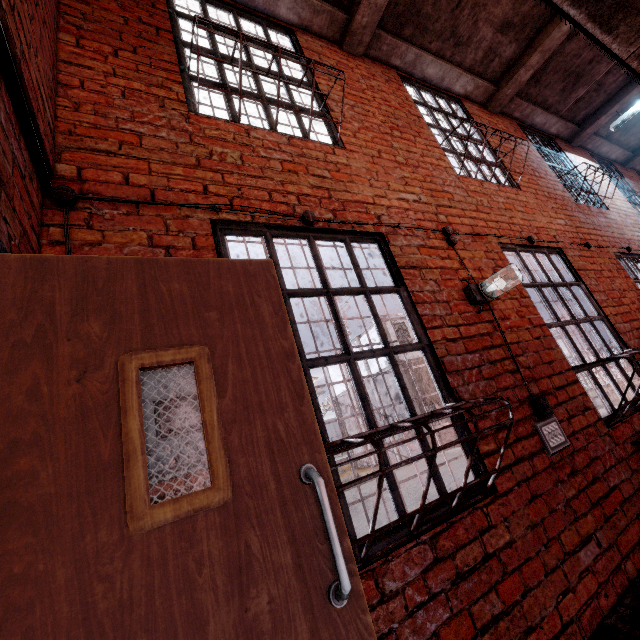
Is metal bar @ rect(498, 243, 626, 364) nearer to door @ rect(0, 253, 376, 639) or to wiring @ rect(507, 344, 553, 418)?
wiring @ rect(507, 344, 553, 418)

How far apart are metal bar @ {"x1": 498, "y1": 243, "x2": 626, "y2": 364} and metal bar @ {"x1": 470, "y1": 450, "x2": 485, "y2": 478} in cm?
92

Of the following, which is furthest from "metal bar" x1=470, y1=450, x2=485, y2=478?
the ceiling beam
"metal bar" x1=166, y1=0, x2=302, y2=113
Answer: the ceiling beam

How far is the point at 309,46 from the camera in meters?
3.7

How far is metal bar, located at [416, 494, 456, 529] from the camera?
1.7m

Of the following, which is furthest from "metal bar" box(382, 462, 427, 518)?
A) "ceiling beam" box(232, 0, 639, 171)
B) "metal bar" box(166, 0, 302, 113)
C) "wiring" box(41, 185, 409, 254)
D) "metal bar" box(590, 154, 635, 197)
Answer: "metal bar" box(590, 154, 635, 197)

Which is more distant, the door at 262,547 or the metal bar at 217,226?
the metal bar at 217,226

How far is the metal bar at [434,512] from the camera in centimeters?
169cm
